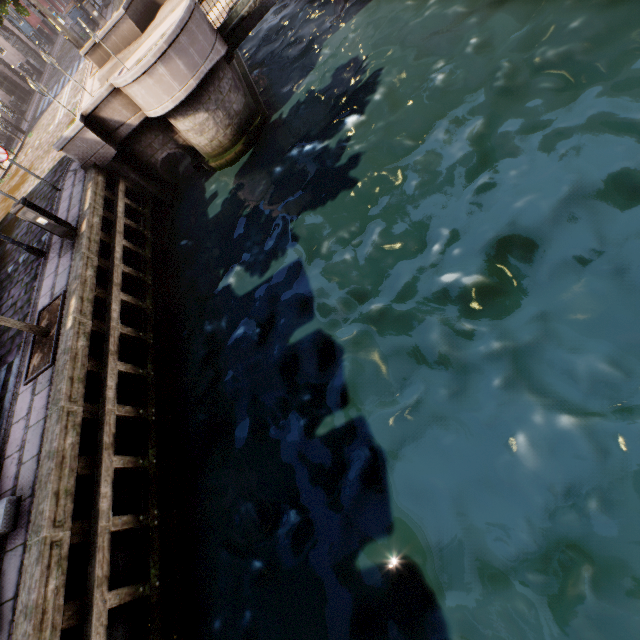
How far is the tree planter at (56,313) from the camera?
6.65m

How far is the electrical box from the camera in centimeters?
759cm

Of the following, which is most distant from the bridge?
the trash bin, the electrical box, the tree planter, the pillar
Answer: the trash bin

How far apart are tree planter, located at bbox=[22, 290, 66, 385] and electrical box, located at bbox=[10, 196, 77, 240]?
1.9m

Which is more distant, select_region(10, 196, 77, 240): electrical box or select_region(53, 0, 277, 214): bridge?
select_region(53, 0, 277, 214): bridge

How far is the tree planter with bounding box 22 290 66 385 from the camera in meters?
6.6

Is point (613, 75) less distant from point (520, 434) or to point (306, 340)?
point (520, 434)

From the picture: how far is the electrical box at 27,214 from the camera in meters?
7.6 m
